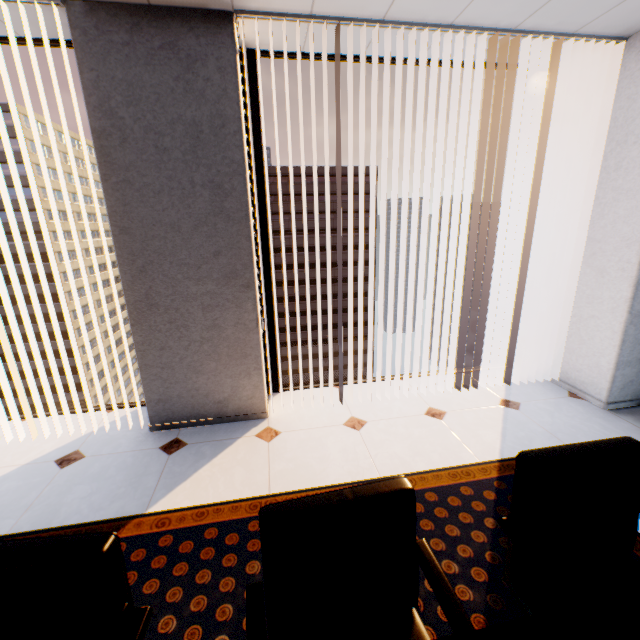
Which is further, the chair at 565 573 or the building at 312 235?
the building at 312 235

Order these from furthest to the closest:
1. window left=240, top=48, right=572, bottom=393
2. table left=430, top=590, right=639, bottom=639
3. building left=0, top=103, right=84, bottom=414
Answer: building left=0, top=103, right=84, bottom=414
window left=240, top=48, right=572, bottom=393
table left=430, top=590, right=639, bottom=639

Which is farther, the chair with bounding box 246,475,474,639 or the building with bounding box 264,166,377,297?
the building with bounding box 264,166,377,297

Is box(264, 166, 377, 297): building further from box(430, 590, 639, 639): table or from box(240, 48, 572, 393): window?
box(430, 590, 639, 639): table

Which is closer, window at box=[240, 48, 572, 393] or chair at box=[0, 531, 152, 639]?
chair at box=[0, 531, 152, 639]

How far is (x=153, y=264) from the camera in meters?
2.4

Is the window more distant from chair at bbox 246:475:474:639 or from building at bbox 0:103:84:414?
building at bbox 0:103:84:414

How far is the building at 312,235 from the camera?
55.2 meters
